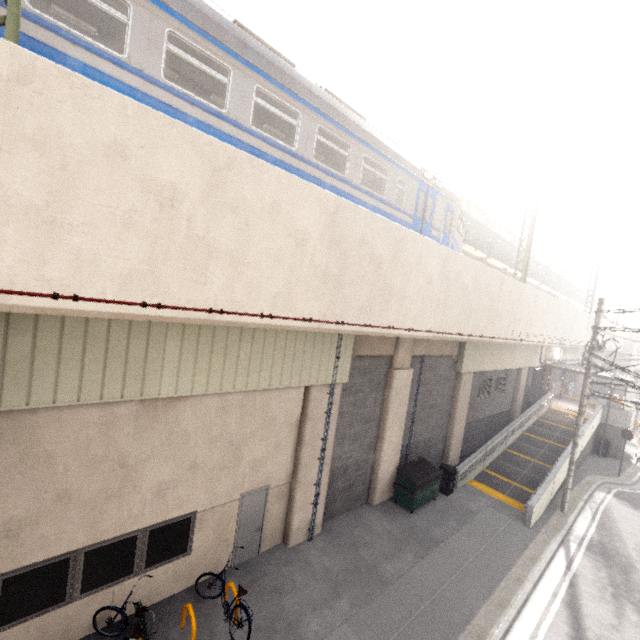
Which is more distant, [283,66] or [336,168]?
[336,168]

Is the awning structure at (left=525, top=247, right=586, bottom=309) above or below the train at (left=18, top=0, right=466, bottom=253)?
above

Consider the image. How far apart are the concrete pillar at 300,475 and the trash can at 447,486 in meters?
6.4 m

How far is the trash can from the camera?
14.2m

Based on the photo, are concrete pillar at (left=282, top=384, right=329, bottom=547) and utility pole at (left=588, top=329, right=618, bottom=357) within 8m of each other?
no

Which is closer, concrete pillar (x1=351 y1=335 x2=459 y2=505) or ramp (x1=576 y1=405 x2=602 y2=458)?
concrete pillar (x1=351 y1=335 x2=459 y2=505)

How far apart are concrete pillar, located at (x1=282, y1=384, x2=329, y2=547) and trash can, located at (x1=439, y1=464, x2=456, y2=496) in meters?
6.4 m

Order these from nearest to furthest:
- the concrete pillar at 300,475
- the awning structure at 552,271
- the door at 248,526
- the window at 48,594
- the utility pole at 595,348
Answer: the window at 48,594 < the door at 248,526 < the concrete pillar at 300,475 < the utility pole at 595,348 < the awning structure at 552,271
